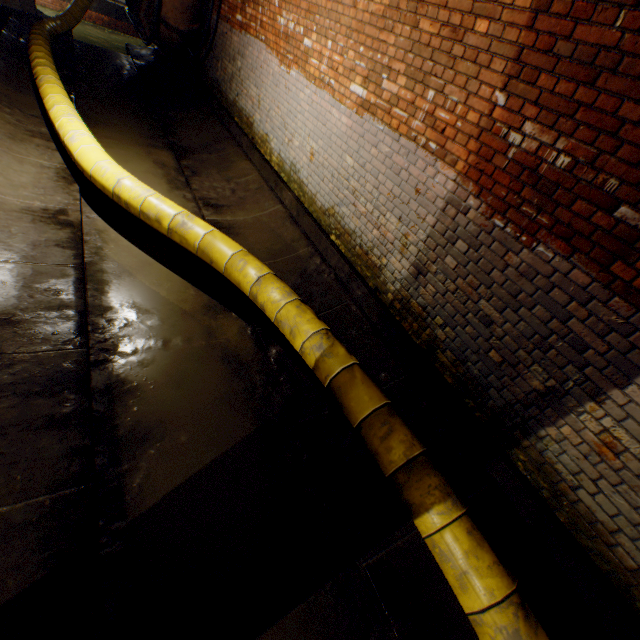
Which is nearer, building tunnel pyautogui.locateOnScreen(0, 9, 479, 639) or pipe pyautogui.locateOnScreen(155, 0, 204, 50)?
building tunnel pyautogui.locateOnScreen(0, 9, 479, 639)

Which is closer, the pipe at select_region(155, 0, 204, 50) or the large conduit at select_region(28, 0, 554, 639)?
the large conduit at select_region(28, 0, 554, 639)

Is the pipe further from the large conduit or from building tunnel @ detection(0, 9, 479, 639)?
the large conduit

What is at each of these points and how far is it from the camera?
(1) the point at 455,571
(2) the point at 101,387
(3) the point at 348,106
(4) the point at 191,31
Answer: (1) large conduit, 2.20m
(2) building tunnel, 2.87m
(3) building tunnel, 4.23m
(4) pipe, 7.64m

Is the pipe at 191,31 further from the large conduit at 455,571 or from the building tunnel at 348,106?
the large conduit at 455,571
